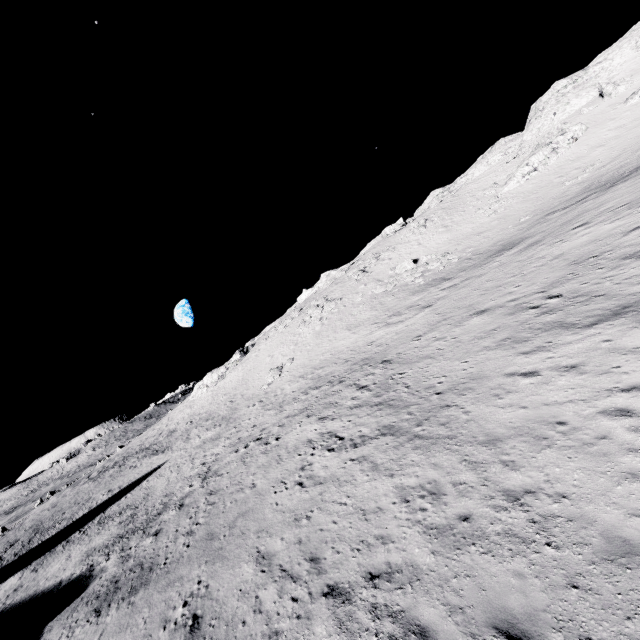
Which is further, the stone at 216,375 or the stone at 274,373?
the stone at 216,375

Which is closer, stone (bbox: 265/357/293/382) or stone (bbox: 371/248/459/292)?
stone (bbox: 371/248/459/292)

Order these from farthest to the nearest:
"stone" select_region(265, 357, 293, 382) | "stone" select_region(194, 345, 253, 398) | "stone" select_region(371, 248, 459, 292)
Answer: "stone" select_region(194, 345, 253, 398) → "stone" select_region(265, 357, 293, 382) → "stone" select_region(371, 248, 459, 292)

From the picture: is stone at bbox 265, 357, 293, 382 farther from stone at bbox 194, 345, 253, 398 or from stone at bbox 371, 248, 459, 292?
stone at bbox 194, 345, 253, 398

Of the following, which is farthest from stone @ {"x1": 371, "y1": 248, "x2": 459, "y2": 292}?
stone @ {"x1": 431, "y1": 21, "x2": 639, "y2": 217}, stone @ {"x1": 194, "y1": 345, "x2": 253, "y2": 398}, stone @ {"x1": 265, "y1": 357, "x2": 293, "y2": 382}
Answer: stone @ {"x1": 431, "y1": 21, "x2": 639, "y2": 217}

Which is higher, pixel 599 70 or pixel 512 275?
pixel 599 70

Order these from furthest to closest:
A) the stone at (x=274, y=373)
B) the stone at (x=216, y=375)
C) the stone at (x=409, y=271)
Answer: the stone at (x=216, y=375) < the stone at (x=274, y=373) < the stone at (x=409, y=271)

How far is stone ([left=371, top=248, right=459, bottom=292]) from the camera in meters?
37.3
